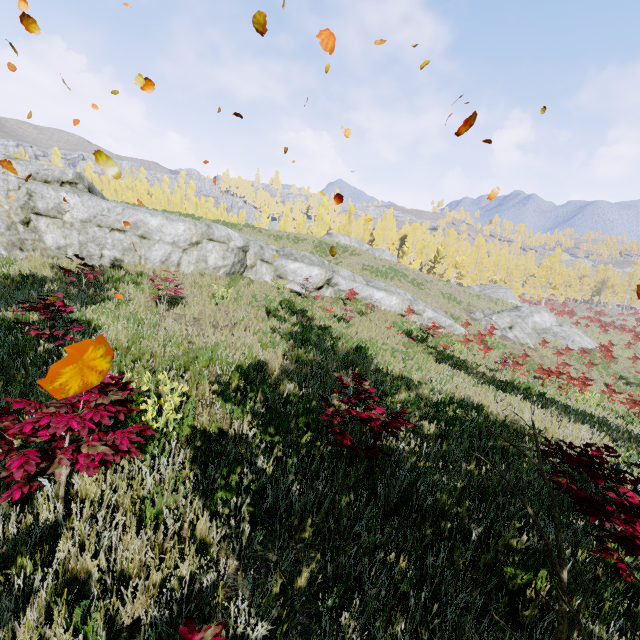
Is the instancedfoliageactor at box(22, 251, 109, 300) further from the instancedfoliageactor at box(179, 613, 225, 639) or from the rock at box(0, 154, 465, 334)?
the rock at box(0, 154, 465, 334)

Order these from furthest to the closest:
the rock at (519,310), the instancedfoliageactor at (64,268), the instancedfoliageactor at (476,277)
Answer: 1. the instancedfoliageactor at (476,277)
2. the rock at (519,310)
3. the instancedfoliageactor at (64,268)

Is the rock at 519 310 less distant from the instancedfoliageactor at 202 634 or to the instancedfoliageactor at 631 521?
the instancedfoliageactor at 631 521

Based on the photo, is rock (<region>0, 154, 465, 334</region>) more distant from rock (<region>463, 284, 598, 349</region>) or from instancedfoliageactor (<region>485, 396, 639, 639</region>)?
rock (<region>463, 284, 598, 349</region>)

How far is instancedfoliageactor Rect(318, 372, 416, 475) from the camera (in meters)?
3.51

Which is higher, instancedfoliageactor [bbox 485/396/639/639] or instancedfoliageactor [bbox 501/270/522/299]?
instancedfoliageactor [bbox 501/270/522/299]

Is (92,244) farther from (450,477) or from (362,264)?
(362,264)
